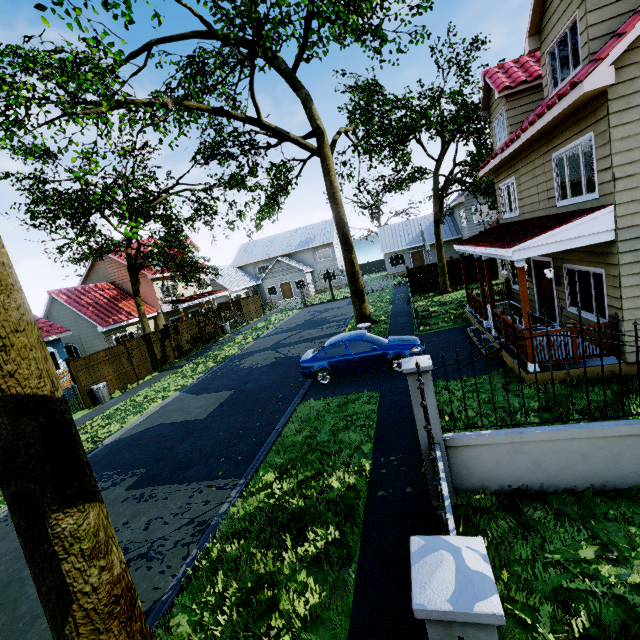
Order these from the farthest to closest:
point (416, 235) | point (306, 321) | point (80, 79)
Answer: point (416, 235) < point (306, 321) < point (80, 79)

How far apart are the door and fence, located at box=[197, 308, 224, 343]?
22.0 meters

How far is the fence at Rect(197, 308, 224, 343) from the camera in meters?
25.5 m

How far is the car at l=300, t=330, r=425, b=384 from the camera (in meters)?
10.95

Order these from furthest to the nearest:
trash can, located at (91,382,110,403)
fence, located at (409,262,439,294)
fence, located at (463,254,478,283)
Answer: fence, located at (409,262,439,294) → fence, located at (463,254,478,283) → trash can, located at (91,382,110,403)

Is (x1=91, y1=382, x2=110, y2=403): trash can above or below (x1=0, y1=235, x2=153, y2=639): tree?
below

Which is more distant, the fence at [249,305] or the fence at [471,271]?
the fence at [249,305]

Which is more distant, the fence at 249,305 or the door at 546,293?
the fence at 249,305
